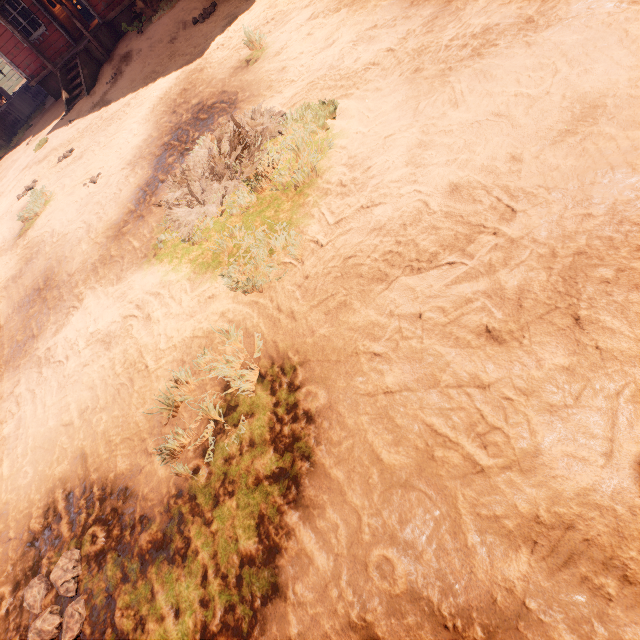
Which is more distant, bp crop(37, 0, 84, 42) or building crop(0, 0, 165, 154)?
bp crop(37, 0, 84, 42)

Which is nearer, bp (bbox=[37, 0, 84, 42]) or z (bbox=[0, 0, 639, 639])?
z (bbox=[0, 0, 639, 639])

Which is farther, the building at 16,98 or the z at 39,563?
the building at 16,98

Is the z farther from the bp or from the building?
the bp

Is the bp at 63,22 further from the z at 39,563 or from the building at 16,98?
the z at 39,563

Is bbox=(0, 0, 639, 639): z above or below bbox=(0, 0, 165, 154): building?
below

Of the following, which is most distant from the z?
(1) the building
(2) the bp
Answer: (2) the bp

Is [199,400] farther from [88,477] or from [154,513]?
[88,477]
